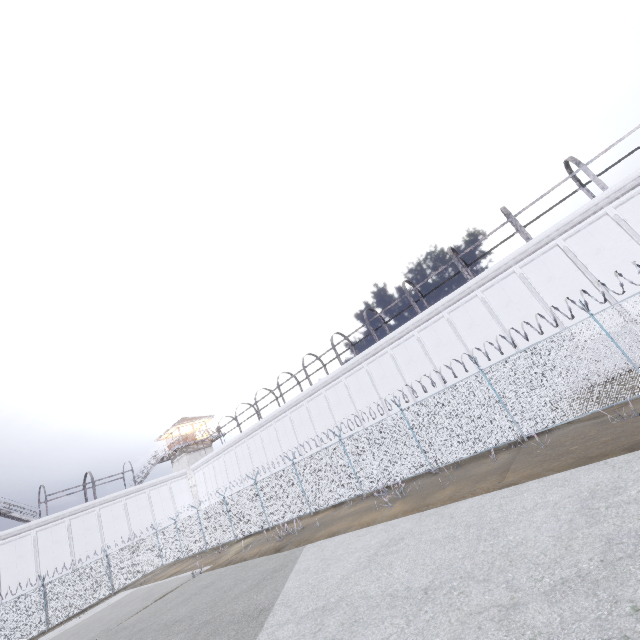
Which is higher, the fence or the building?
the building

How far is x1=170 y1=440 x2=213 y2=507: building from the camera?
40.4 meters

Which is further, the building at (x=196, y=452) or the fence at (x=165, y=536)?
the building at (x=196, y=452)

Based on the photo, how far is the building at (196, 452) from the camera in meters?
40.4 m

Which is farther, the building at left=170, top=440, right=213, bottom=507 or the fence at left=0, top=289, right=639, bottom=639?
the building at left=170, top=440, right=213, bottom=507

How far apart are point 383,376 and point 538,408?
13.6m
